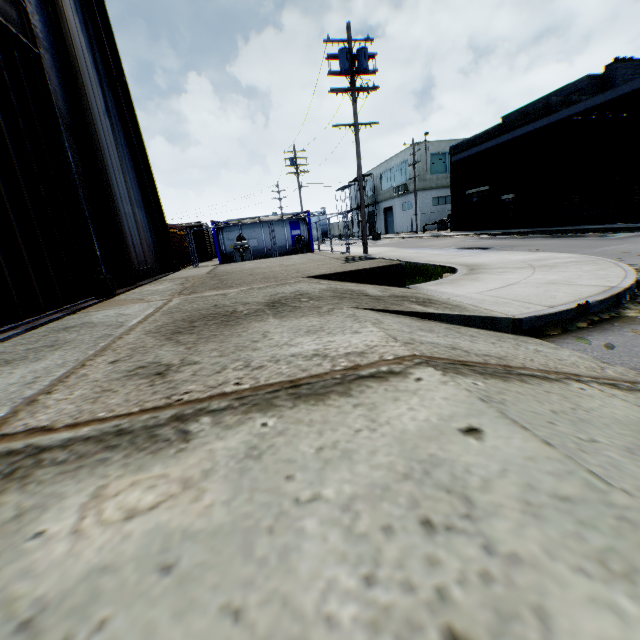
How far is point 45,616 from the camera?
0.7 meters

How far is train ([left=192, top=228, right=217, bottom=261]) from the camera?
30.9m

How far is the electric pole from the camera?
13.9m

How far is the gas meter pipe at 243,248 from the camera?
16.6m

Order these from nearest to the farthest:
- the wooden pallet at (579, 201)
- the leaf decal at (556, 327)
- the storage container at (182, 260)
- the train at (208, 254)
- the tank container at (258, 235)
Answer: the leaf decal at (556, 327), the wooden pallet at (579, 201), the storage container at (182, 260), the tank container at (258, 235), the train at (208, 254)

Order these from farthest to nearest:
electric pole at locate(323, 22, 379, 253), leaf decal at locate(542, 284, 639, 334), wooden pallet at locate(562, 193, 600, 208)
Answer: wooden pallet at locate(562, 193, 600, 208)
electric pole at locate(323, 22, 379, 253)
leaf decal at locate(542, 284, 639, 334)

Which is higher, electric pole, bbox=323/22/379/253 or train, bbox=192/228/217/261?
electric pole, bbox=323/22/379/253

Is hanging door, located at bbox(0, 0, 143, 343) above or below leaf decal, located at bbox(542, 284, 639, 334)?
above
